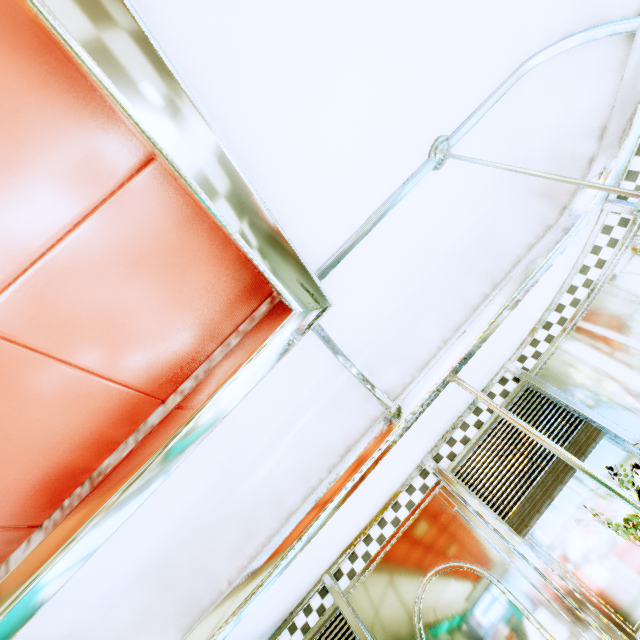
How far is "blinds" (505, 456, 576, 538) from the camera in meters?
2.1

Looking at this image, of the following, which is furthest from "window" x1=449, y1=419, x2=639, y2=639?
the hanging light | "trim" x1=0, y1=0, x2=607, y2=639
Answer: the hanging light

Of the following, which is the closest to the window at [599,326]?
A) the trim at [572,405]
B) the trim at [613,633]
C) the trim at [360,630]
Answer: the trim at [572,405]

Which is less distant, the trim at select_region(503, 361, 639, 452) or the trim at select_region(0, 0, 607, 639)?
the trim at select_region(0, 0, 607, 639)

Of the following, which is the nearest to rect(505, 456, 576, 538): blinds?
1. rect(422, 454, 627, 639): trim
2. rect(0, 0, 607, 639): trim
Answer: rect(422, 454, 627, 639): trim

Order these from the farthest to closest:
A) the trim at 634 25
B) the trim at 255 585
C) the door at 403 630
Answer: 1. the door at 403 630
2. the trim at 634 25
3. the trim at 255 585

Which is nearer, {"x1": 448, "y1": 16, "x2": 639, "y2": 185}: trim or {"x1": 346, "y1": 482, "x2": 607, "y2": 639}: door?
→ {"x1": 448, "y1": 16, "x2": 639, "y2": 185}: trim

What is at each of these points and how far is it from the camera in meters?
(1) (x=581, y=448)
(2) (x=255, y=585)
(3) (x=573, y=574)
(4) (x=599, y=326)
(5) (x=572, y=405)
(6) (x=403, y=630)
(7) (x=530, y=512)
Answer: (1) blinds, 2.2
(2) trim, 1.6
(3) window, 2.0
(4) window, 2.5
(5) trim, 2.3
(6) door, 2.1
(7) blinds, 2.1
